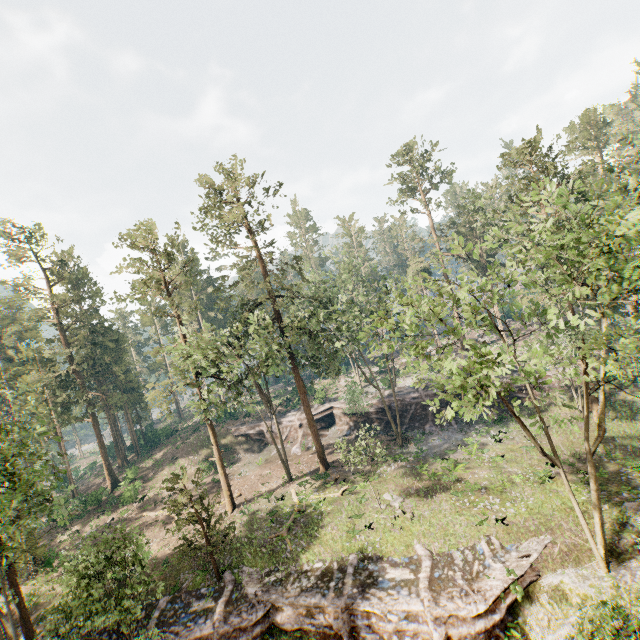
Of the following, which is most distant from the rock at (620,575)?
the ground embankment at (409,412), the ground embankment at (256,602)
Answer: the ground embankment at (409,412)

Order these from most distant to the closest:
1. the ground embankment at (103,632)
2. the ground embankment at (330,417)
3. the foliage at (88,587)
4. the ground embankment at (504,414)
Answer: the ground embankment at (330,417)
the ground embankment at (504,414)
the ground embankment at (103,632)
the foliage at (88,587)

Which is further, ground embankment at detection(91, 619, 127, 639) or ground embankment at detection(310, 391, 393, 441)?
ground embankment at detection(310, 391, 393, 441)

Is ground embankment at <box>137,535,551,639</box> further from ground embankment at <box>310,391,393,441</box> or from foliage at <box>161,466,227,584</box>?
ground embankment at <box>310,391,393,441</box>

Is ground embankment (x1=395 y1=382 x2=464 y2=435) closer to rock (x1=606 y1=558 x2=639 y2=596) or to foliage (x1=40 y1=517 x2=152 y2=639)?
foliage (x1=40 y1=517 x2=152 y2=639)

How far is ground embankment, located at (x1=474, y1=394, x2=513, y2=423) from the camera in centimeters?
3350cm

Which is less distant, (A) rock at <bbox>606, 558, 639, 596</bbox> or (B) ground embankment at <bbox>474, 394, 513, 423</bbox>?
(A) rock at <bbox>606, 558, 639, 596</bbox>

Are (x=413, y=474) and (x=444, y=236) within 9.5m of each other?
no
